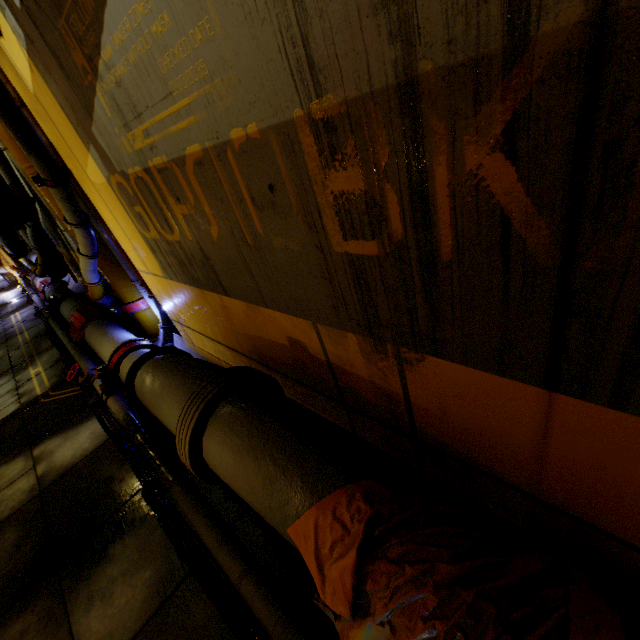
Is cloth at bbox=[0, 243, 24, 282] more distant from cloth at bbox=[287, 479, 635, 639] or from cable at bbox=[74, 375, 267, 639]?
cloth at bbox=[287, 479, 635, 639]

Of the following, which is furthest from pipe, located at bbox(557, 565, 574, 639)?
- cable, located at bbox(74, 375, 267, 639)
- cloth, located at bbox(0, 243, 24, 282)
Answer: cloth, located at bbox(0, 243, 24, 282)

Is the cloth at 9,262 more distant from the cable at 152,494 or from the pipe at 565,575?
the pipe at 565,575

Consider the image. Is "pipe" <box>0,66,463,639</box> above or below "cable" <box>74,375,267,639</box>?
above

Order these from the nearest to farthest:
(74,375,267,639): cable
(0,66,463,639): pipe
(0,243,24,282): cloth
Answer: (0,66,463,639): pipe < (74,375,267,639): cable < (0,243,24,282): cloth

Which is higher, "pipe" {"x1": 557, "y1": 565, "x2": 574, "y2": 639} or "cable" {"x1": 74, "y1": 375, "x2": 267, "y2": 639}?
"pipe" {"x1": 557, "y1": 565, "x2": 574, "y2": 639}

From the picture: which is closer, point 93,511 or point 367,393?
point 367,393
